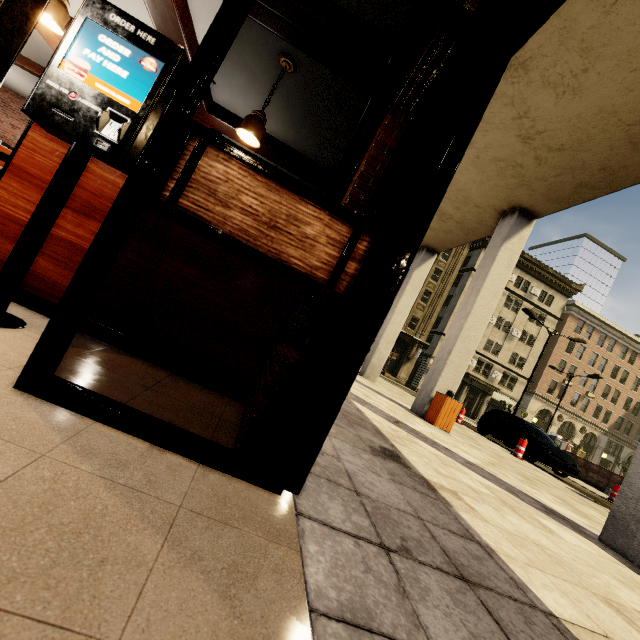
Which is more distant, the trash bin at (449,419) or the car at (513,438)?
the car at (513,438)

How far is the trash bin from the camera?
7.56m

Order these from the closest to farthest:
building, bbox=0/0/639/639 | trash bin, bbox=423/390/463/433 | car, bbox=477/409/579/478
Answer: building, bbox=0/0/639/639 → trash bin, bbox=423/390/463/433 → car, bbox=477/409/579/478

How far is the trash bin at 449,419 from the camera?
7.6 meters

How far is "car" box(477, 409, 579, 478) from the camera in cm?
1142

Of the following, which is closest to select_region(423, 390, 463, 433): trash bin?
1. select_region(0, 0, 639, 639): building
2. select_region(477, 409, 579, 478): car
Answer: select_region(0, 0, 639, 639): building

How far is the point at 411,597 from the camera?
1.1 meters
